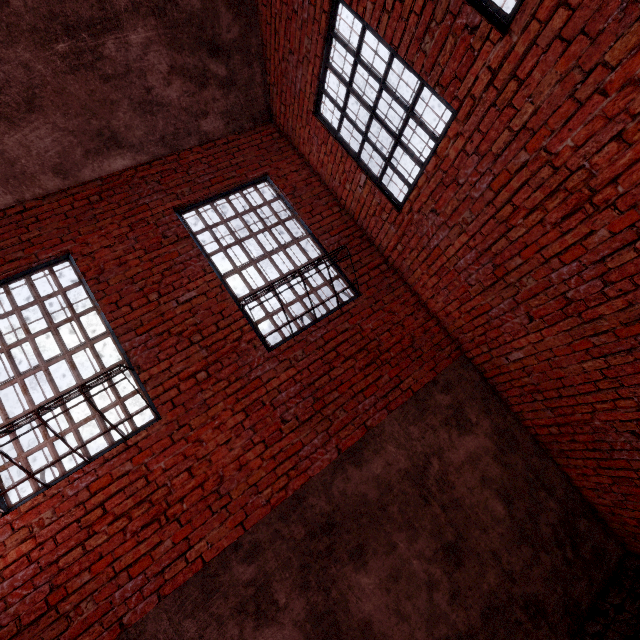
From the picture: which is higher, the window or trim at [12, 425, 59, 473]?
the window

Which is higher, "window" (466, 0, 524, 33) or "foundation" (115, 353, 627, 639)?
"window" (466, 0, 524, 33)

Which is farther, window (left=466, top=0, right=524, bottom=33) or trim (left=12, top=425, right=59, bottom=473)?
trim (left=12, top=425, right=59, bottom=473)

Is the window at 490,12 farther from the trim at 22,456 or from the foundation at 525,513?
the foundation at 525,513

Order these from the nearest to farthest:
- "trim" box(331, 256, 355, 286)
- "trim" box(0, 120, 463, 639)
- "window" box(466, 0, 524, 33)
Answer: "window" box(466, 0, 524, 33)
"trim" box(0, 120, 463, 639)
"trim" box(331, 256, 355, 286)

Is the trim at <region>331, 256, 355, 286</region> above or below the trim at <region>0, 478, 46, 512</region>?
above

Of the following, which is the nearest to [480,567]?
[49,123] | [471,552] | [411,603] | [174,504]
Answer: [471,552]

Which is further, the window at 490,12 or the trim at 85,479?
the trim at 85,479
